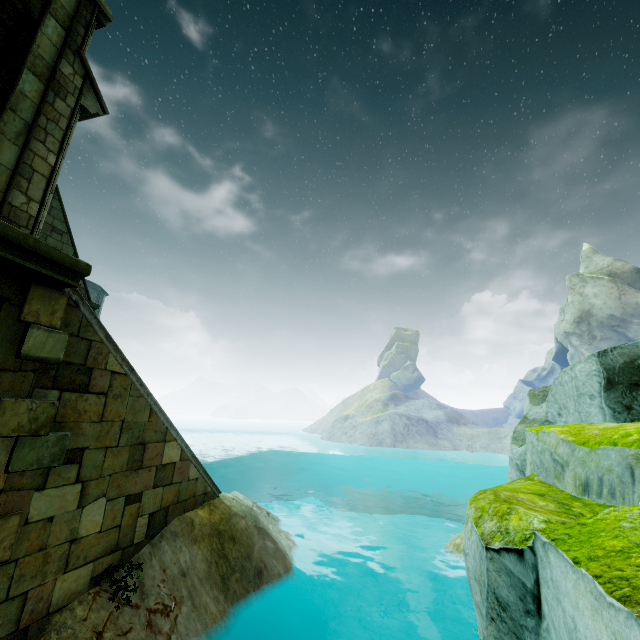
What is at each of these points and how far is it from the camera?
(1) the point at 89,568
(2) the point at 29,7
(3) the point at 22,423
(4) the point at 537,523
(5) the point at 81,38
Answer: (1) stair, 4.4 meters
(2) arch, 6.0 meters
(3) brick, 3.7 meters
(4) rock, 2.8 meters
(5) stone column, 6.9 meters

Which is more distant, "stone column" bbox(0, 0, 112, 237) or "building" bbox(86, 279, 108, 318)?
"building" bbox(86, 279, 108, 318)

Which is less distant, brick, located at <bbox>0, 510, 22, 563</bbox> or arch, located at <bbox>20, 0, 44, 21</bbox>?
brick, located at <bbox>0, 510, 22, 563</bbox>

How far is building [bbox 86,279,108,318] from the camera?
30.79m

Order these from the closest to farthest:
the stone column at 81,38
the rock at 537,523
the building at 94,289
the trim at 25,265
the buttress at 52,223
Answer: the rock at 537,523, the trim at 25,265, the stone column at 81,38, the buttress at 52,223, the building at 94,289

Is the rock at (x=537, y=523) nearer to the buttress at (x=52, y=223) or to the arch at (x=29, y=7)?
the arch at (x=29, y=7)

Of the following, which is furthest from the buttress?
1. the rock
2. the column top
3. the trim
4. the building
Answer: the building

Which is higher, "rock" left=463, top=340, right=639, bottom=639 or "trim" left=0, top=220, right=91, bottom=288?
"trim" left=0, top=220, right=91, bottom=288
